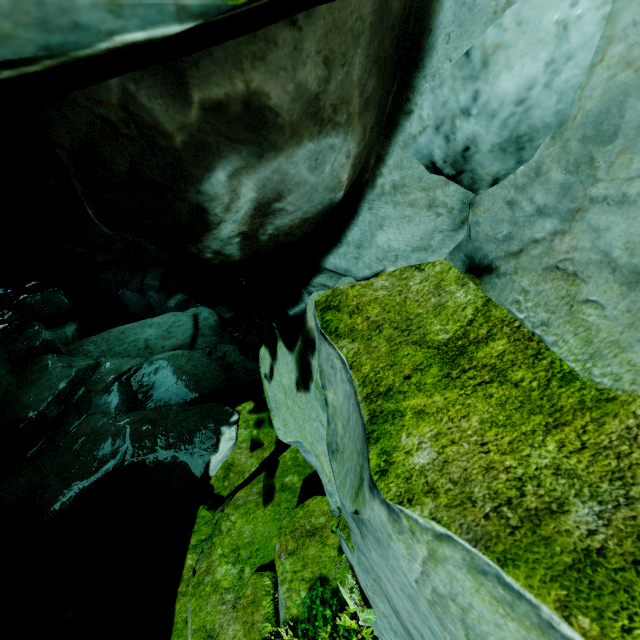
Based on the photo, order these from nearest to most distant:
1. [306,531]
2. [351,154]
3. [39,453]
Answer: [351,154]
[306,531]
[39,453]

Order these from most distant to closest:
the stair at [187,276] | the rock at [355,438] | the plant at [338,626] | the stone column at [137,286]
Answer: the stair at [187,276]
the stone column at [137,286]
the plant at [338,626]
the rock at [355,438]

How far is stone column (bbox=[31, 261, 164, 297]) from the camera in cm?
1791

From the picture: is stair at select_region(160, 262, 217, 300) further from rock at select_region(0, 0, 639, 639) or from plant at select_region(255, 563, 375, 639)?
plant at select_region(255, 563, 375, 639)

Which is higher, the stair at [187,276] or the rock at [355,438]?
the rock at [355,438]

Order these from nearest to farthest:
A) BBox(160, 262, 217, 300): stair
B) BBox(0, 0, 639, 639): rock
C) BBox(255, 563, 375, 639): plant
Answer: BBox(0, 0, 639, 639): rock
BBox(255, 563, 375, 639): plant
BBox(160, 262, 217, 300): stair

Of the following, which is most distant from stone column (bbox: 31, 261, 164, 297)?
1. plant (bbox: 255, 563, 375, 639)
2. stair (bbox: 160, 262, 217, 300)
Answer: plant (bbox: 255, 563, 375, 639)
